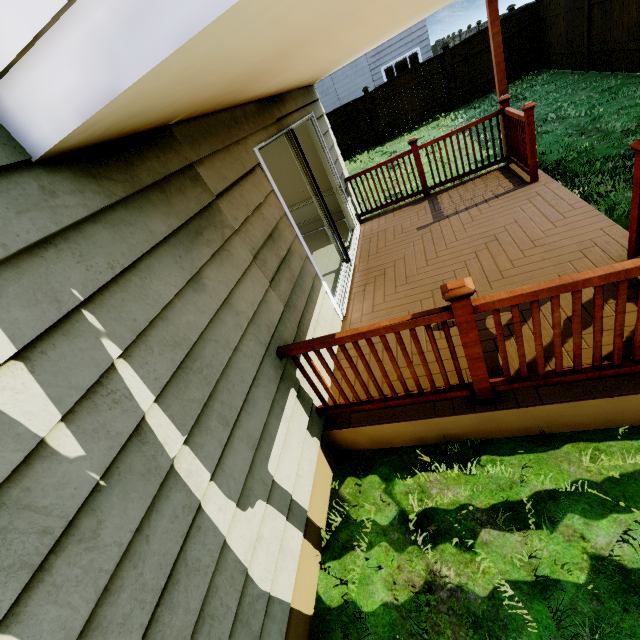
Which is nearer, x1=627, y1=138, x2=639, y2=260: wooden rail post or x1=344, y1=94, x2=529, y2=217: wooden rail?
x1=627, y1=138, x2=639, y2=260: wooden rail post

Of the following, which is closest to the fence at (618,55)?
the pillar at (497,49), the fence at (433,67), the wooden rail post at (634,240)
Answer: the pillar at (497,49)

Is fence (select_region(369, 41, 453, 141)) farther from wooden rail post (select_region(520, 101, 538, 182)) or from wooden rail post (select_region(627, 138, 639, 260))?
wooden rail post (select_region(627, 138, 639, 260))

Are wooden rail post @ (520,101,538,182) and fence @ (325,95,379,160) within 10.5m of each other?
no

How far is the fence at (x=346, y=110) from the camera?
13.6m

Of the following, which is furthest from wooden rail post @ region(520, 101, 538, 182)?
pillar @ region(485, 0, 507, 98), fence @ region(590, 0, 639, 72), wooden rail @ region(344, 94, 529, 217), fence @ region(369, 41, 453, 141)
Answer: fence @ region(369, 41, 453, 141)

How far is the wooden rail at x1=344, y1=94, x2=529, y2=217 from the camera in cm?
491

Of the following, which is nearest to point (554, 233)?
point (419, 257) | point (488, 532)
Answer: point (419, 257)
